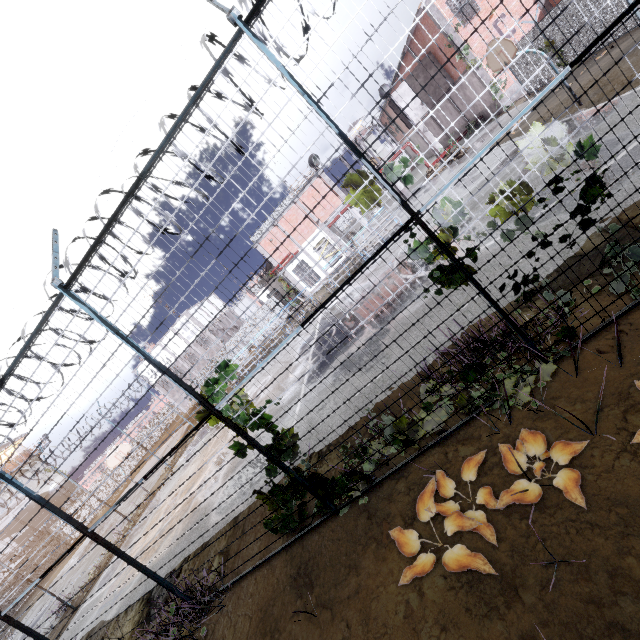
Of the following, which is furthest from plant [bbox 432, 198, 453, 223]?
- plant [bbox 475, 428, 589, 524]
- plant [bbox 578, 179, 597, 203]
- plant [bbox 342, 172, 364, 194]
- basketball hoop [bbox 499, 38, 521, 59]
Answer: basketball hoop [bbox 499, 38, 521, 59]

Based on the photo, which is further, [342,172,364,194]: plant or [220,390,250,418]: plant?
[220,390,250,418]: plant

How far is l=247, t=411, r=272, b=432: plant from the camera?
5.0 meters

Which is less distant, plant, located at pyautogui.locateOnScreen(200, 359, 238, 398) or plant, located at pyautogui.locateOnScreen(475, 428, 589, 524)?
plant, located at pyautogui.locateOnScreen(475, 428, 589, 524)

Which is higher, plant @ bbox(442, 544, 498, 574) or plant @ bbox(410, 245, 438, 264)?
plant @ bbox(410, 245, 438, 264)

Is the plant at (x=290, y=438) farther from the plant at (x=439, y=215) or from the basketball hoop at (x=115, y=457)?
the basketball hoop at (x=115, y=457)

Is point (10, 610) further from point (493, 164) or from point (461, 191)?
point (493, 164)

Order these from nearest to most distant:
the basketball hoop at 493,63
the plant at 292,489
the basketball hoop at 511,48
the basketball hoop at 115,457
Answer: the plant at 292,489 → the basketball hoop at 511,48 → the basketball hoop at 493,63 → the basketball hoop at 115,457
